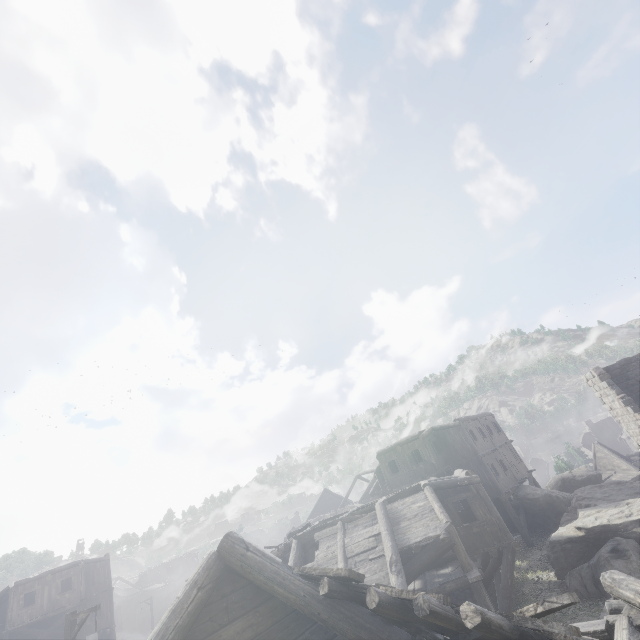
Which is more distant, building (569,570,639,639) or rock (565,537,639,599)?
rock (565,537,639,599)

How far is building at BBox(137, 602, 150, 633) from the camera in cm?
5447

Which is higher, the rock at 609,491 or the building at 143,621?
the rock at 609,491

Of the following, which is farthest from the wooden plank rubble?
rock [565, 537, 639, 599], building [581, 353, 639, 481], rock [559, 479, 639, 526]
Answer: rock [559, 479, 639, 526]

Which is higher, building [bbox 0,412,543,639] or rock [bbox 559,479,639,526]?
building [bbox 0,412,543,639]

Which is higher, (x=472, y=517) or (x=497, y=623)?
(x=497, y=623)

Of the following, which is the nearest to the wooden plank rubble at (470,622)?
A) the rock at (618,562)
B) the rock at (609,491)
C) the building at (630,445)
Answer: the building at (630,445)
